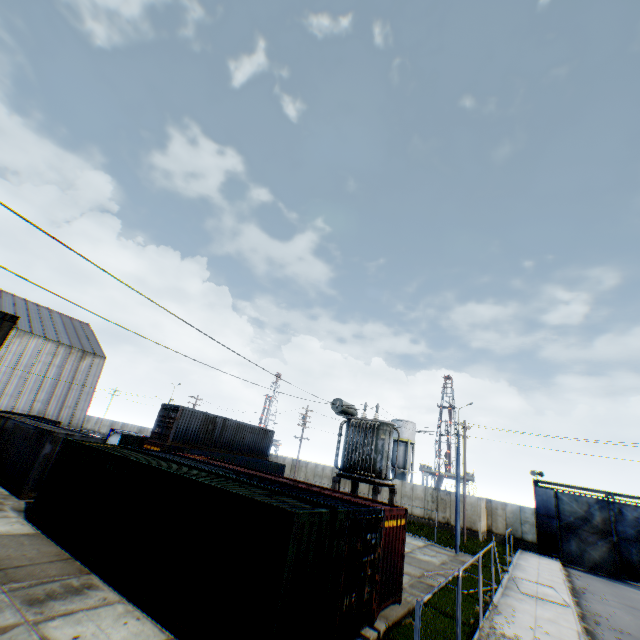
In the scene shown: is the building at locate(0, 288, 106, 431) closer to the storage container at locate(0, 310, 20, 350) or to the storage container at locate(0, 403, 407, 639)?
the storage container at locate(0, 310, 20, 350)

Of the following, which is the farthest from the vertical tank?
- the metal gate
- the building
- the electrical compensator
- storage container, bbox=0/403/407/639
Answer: the building

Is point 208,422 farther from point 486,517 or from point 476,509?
point 486,517

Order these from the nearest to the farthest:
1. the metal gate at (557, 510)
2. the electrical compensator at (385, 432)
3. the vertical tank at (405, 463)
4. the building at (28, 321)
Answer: the electrical compensator at (385, 432), the metal gate at (557, 510), the building at (28, 321), the vertical tank at (405, 463)

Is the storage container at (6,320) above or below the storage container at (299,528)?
above

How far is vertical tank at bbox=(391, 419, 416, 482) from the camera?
51.22m

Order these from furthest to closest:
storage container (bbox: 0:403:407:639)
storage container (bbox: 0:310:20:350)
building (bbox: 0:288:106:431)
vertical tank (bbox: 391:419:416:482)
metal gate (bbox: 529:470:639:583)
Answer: vertical tank (bbox: 391:419:416:482), building (bbox: 0:288:106:431), metal gate (bbox: 529:470:639:583), storage container (bbox: 0:310:20:350), storage container (bbox: 0:403:407:639)

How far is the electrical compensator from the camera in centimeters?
1567cm
